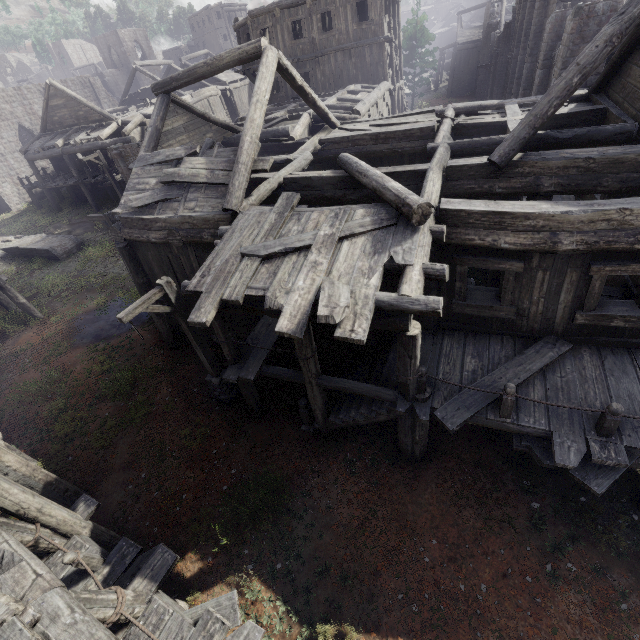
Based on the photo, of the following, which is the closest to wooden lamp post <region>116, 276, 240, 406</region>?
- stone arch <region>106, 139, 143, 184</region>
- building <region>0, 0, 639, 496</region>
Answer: building <region>0, 0, 639, 496</region>

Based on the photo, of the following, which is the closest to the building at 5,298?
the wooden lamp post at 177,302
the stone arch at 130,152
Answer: the stone arch at 130,152

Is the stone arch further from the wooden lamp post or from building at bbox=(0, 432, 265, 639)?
the wooden lamp post

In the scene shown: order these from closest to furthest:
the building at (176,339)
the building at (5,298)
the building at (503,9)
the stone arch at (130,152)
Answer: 1. the building at (176,339)
2. the building at (5,298)
3. the stone arch at (130,152)
4. the building at (503,9)

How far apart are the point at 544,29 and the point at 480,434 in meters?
22.3
